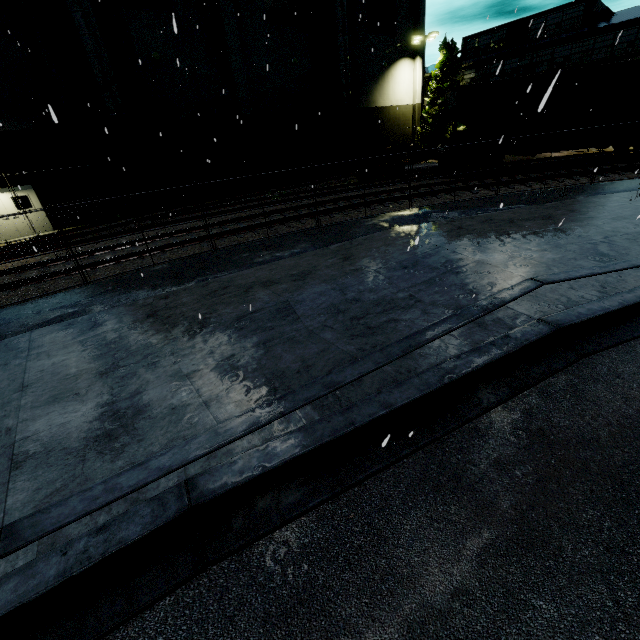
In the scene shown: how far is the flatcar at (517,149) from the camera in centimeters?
1717cm

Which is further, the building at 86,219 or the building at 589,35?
the building at 589,35

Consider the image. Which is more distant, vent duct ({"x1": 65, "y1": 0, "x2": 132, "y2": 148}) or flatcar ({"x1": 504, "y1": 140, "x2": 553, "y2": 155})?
flatcar ({"x1": 504, "y1": 140, "x2": 553, "y2": 155})

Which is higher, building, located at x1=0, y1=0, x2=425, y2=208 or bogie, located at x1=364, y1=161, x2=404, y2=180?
building, located at x1=0, y1=0, x2=425, y2=208

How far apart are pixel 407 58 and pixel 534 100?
20.2 meters

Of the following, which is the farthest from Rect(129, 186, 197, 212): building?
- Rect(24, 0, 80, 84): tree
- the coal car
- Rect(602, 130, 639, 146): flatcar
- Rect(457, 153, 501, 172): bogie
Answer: Rect(457, 153, 501, 172): bogie

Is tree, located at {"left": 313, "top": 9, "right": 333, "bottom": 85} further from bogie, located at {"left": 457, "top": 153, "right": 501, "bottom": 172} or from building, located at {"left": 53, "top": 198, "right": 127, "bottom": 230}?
bogie, located at {"left": 457, "top": 153, "right": 501, "bottom": 172}

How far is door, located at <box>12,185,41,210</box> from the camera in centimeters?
1709cm
